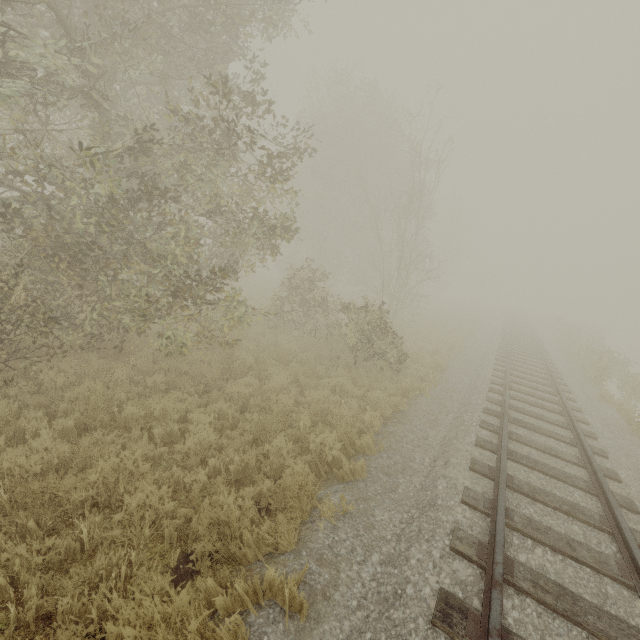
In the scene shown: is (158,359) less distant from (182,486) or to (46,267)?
(46,267)
